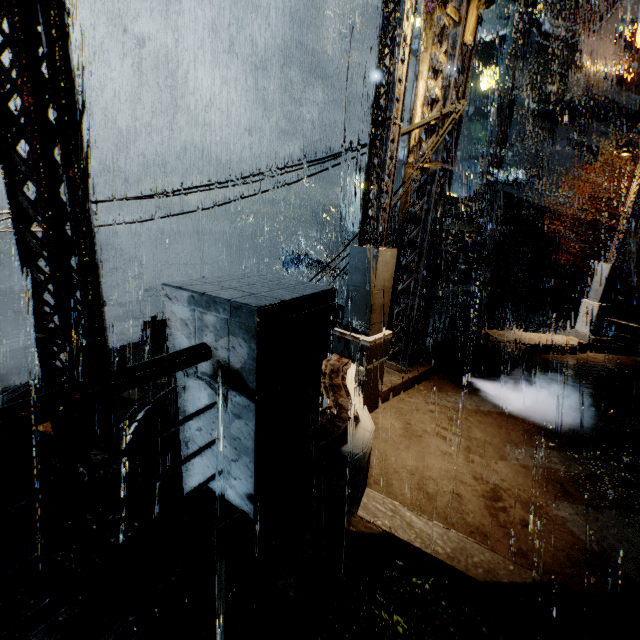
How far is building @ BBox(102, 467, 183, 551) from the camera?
3.0 meters

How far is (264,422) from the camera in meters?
2.0

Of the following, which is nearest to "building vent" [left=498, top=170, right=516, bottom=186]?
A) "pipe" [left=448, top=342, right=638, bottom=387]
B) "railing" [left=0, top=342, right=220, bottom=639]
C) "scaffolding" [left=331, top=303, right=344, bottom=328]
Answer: "pipe" [left=448, top=342, right=638, bottom=387]

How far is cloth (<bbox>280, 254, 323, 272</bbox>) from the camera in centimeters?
3444cm

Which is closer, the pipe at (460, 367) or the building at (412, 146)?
the building at (412, 146)

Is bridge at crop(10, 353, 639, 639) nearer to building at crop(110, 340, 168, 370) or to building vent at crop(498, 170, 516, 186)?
building at crop(110, 340, 168, 370)

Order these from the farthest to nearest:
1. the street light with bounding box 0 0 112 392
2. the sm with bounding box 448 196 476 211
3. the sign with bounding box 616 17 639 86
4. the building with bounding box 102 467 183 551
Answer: the sign with bounding box 616 17 639 86, the sm with bounding box 448 196 476 211, the street light with bounding box 0 0 112 392, the building with bounding box 102 467 183 551

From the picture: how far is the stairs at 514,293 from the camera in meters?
28.9 m
